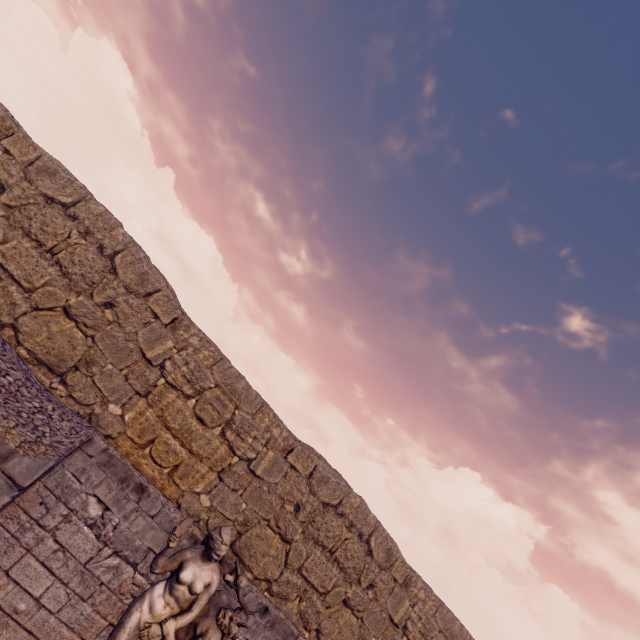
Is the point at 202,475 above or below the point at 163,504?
above
